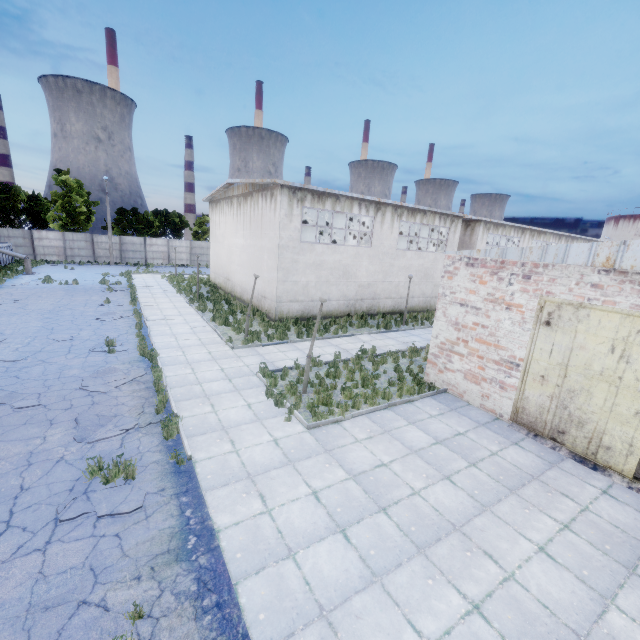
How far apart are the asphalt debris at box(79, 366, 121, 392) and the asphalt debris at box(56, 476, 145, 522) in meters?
3.3

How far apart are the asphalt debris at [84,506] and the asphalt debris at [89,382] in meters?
3.3 m

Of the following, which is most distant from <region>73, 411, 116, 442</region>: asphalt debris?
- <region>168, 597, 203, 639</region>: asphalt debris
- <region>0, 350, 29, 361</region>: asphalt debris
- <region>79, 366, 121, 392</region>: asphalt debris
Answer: <region>0, 350, 29, 361</region>: asphalt debris

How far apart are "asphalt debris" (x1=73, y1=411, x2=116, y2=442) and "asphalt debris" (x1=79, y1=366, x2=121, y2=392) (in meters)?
1.45

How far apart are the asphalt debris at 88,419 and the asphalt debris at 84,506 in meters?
0.6 m

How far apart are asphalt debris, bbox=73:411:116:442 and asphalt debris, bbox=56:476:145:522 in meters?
0.6

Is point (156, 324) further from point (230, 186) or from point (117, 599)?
point (117, 599)

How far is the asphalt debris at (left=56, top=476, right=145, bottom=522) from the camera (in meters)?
5.71
